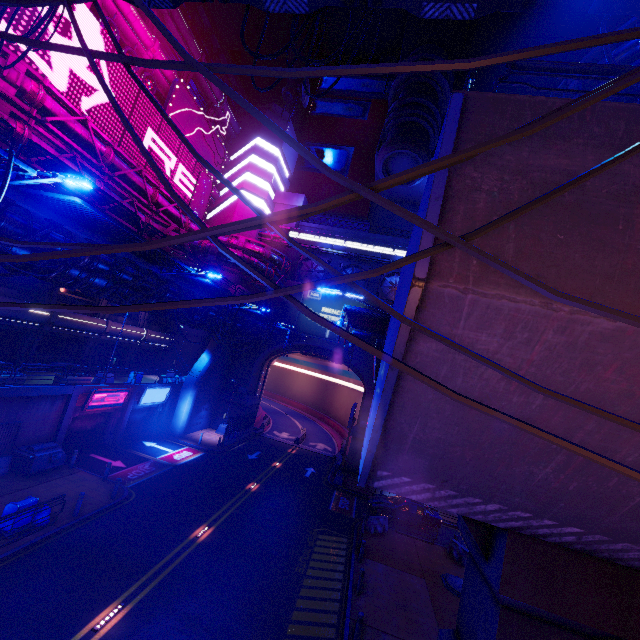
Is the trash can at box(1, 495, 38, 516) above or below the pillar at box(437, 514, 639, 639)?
below

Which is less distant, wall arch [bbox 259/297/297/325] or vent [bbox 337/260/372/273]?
wall arch [bbox 259/297/297/325]

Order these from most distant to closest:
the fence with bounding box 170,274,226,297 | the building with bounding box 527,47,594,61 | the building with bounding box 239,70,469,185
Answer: the building with bounding box 527,47,594,61 → the building with bounding box 239,70,469,185 → the fence with bounding box 170,274,226,297

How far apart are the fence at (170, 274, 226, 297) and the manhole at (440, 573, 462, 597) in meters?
19.6

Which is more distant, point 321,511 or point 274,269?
point 274,269

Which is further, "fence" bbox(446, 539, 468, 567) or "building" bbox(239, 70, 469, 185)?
"building" bbox(239, 70, 469, 185)

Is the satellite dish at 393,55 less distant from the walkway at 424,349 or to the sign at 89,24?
the sign at 89,24

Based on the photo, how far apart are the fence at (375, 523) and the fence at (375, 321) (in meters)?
13.20
